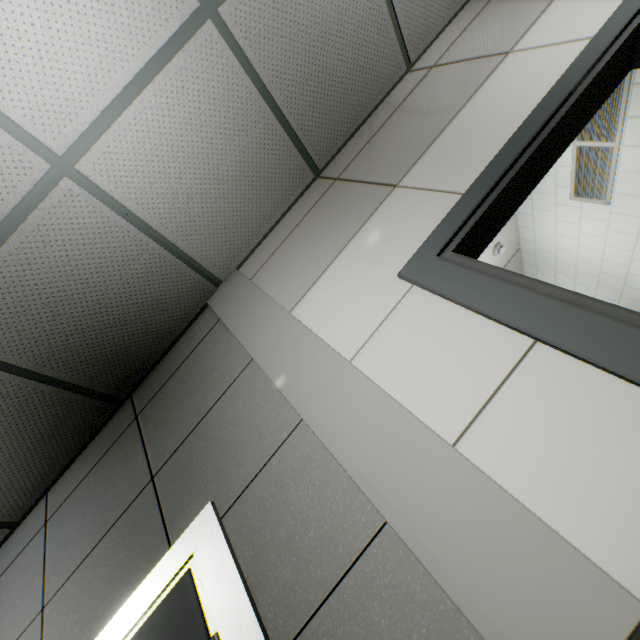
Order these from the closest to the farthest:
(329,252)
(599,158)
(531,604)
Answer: (531,604), (329,252), (599,158)

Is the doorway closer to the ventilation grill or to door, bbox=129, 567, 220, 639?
door, bbox=129, 567, 220, 639

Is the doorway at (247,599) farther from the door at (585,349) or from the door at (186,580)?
the door at (585,349)

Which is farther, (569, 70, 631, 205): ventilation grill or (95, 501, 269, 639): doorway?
(569, 70, 631, 205): ventilation grill

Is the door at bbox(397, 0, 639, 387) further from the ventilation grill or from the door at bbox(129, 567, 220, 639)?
the door at bbox(129, 567, 220, 639)

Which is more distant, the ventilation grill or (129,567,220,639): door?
the ventilation grill

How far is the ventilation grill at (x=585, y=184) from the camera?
2.4 meters
